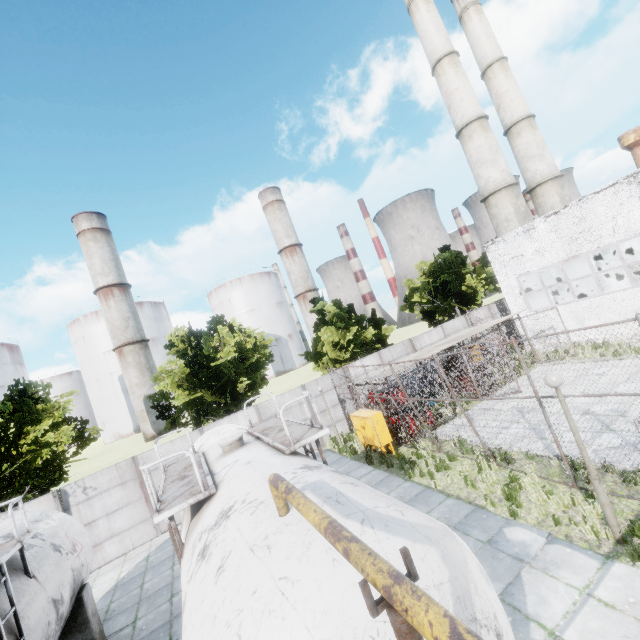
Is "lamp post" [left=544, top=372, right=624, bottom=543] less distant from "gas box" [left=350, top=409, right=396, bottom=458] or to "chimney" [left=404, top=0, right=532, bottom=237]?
"gas box" [left=350, top=409, right=396, bottom=458]

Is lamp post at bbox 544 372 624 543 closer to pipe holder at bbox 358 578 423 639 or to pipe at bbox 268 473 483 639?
pipe at bbox 268 473 483 639

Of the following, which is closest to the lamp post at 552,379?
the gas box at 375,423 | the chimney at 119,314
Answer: the gas box at 375,423

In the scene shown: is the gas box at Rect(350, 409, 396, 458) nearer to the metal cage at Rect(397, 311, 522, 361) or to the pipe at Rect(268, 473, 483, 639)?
the metal cage at Rect(397, 311, 522, 361)

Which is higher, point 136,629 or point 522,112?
point 522,112

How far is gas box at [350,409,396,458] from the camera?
13.3 meters

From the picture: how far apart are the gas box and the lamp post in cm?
769

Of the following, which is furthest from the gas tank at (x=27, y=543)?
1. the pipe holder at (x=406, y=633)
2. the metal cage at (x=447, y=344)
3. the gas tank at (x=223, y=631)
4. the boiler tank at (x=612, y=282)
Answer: the boiler tank at (x=612, y=282)
